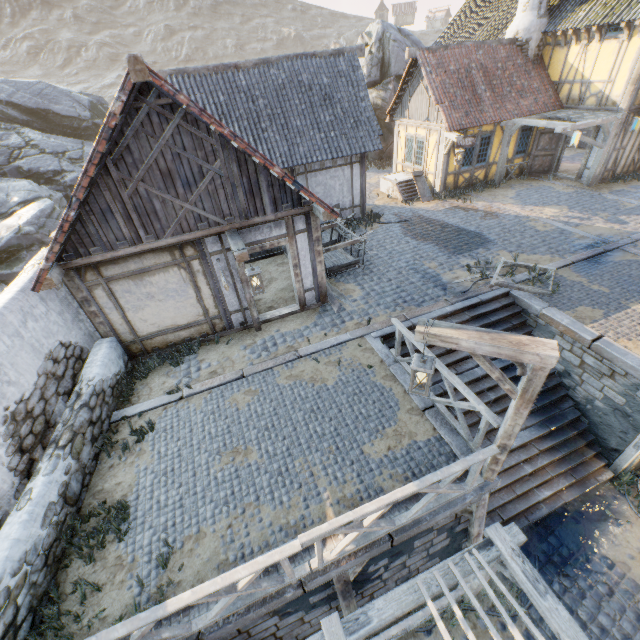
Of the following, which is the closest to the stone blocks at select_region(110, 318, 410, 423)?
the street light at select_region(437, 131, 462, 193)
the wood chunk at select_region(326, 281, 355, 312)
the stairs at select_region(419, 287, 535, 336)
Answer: the stairs at select_region(419, 287, 535, 336)

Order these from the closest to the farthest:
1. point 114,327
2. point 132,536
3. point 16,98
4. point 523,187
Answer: point 132,536 → point 114,327 → point 523,187 → point 16,98

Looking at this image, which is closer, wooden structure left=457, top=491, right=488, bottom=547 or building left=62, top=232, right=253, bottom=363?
wooden structure left=457, top=491, right=488, bottom=547

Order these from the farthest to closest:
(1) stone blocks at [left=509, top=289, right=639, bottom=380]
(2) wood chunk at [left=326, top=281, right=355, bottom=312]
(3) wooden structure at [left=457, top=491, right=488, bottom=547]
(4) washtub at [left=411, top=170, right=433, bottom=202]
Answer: (4) washtub at [left=411, top=170, right=433, bottom=202] < (2) wood chunk at [left=326, top=281, right=355, bottom=312] < (1) stone blocks at [left=509, top=289, right=639, bottom=380] < (3) wooden structure at [left=457, top=491, right=488, bottom=547]

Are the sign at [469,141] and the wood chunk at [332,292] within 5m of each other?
no

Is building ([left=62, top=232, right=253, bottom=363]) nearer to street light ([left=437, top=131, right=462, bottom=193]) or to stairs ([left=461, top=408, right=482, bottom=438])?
stairs ([left=461, top=408, right=482, bottom=438])

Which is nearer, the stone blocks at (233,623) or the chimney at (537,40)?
the stone blocks at (233,623)

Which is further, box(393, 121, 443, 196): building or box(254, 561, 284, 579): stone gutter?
box(393, 121, 443, 196): building
